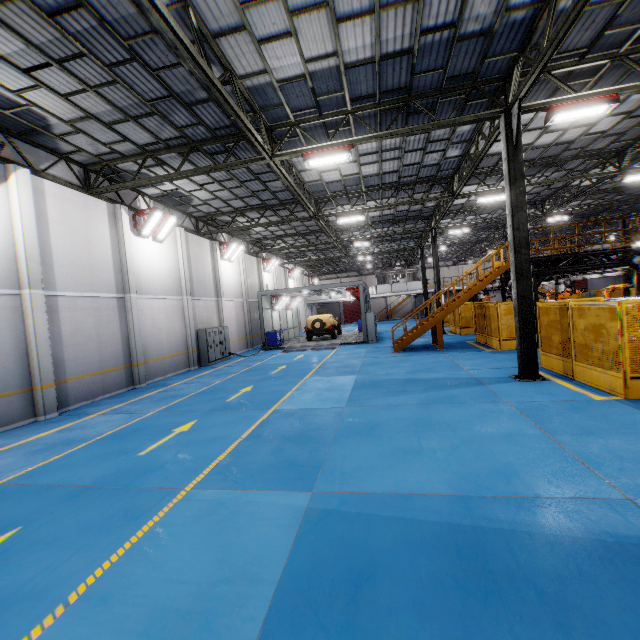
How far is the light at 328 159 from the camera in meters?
10.4

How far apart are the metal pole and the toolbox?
16.7 meters

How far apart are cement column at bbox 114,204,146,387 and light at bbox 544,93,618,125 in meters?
15.9 m

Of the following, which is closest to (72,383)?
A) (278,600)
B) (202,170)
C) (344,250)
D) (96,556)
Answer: (202,170)

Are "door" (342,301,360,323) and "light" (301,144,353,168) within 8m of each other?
no

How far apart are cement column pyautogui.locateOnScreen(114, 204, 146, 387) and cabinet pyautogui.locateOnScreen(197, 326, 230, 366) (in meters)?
4.42

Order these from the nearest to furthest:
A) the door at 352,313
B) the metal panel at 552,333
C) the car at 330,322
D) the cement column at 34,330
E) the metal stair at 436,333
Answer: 1. the metal panel at 552,333
2. the cement column at 34,330
3. the metal stair at 436,333
4. the car at 330,322
5. the door at 352,313

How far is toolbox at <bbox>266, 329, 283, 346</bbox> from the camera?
24.25m
